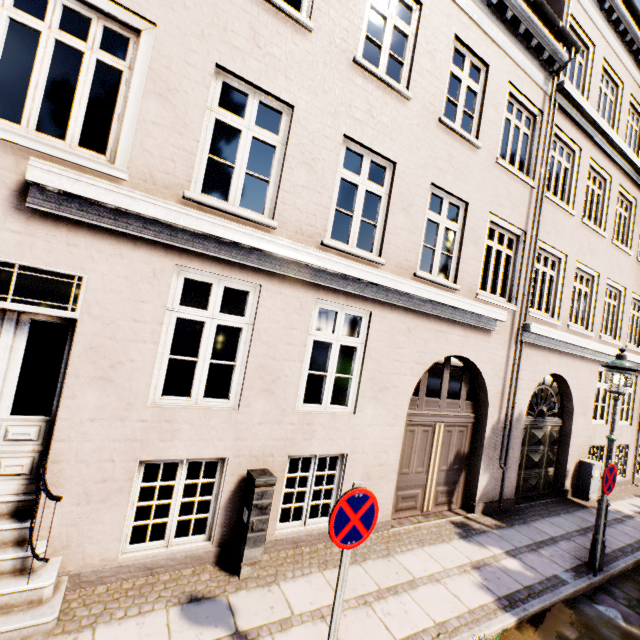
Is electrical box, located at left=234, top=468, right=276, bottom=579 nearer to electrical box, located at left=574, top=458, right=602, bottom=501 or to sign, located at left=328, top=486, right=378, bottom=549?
sign, located at left=328, top=486, right=378, bottom=549

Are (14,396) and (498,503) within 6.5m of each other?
no

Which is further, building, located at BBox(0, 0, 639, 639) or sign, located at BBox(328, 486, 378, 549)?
building, located at BBox(0, 0, 639, 639)

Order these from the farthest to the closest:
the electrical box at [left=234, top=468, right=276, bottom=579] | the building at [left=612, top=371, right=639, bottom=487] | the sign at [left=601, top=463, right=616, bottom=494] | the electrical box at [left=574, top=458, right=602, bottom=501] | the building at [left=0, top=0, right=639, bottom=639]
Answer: the building at [left=612, top=371, right=639, bottom=487], the electrical box at [left=574, top=458, right=602, bottom=501], the sign at [left=601, top=463, right=616, bottom=494], the electrical box at [left=234, top=468, right=276, bottom=579], the building at [left=0, top=0, right=639, bottom=639]

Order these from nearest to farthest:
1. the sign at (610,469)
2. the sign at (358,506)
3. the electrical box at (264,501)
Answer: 1. the sign at (358,506)
2. the electrical box at (264,501)
3. the sign at (610,469)

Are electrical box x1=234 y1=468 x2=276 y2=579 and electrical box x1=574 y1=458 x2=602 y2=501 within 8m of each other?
no

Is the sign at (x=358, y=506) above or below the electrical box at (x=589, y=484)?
above

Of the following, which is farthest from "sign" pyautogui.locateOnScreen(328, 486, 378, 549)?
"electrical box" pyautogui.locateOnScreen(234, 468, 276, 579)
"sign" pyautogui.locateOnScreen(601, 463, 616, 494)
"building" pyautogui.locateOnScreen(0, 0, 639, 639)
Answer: "building" pyautogui.locateOnScreen(0, 0, 639, 639)
